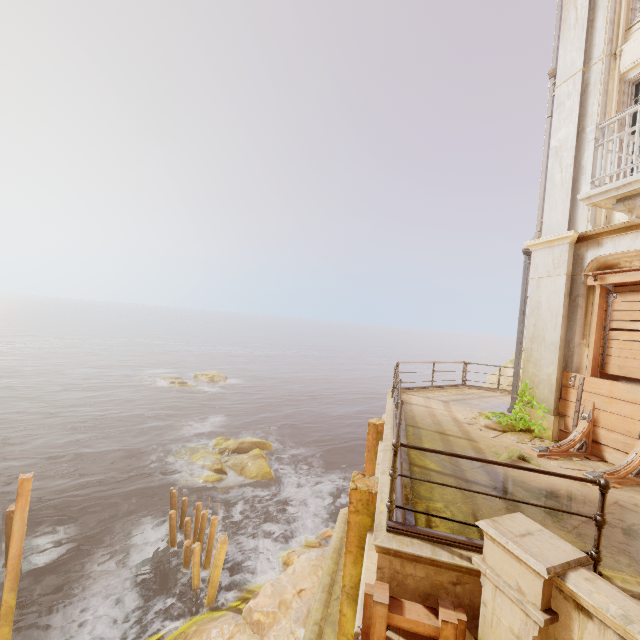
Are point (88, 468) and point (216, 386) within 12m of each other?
no

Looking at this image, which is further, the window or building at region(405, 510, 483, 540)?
the window

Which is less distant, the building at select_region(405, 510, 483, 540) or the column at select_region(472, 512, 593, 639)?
the column at select_region(472, 512, 593, 639)

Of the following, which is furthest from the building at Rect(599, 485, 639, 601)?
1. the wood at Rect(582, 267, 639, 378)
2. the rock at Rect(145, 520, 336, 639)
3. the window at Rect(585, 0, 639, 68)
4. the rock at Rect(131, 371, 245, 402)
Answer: the rock at Rect(131, 371, 245, 402)

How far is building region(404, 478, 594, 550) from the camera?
3.93m

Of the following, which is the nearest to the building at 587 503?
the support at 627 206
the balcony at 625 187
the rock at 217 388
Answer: the support at 627 206

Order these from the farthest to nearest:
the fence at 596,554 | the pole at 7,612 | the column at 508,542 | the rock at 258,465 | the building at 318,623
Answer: the rock at 258,465 → the pole at 7,612 → the building at 318,623 → the fence at 596,554 → the column at 508,542
